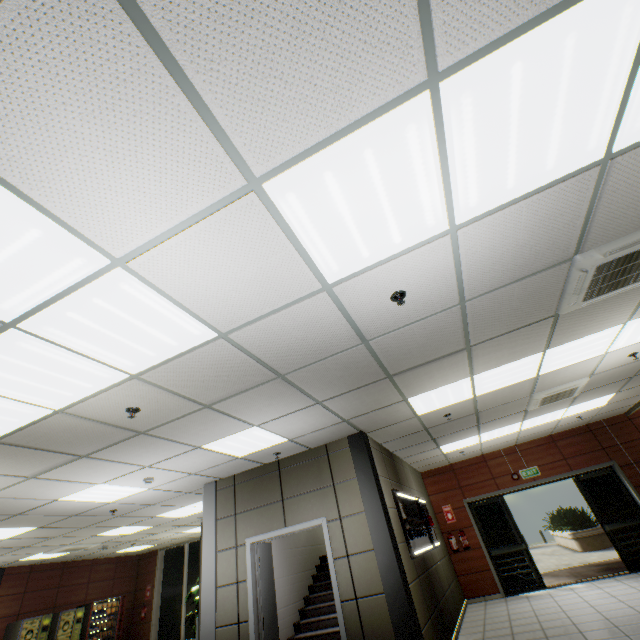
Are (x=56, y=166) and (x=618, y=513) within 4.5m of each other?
no

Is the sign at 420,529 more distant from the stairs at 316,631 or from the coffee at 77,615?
the coffee at 77,615

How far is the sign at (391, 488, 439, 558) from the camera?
5.6 meters

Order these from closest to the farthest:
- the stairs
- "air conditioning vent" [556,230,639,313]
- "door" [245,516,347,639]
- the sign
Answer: "air conditioning vent" [556,230,639,313] → "door" [245,516,347,639] → the sign → the stairs

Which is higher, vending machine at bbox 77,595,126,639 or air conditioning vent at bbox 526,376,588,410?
air conditioning vent at bbox 526,376,588,410

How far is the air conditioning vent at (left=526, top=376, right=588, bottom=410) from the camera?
5.8m

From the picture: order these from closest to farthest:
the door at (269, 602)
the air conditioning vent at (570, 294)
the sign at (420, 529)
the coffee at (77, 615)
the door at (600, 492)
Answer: the air conditioning vent at (570, 294)
the door at (269, 602)
the sign at (420, 529)
the door at (600, 492)
the coffee at (77, 615)

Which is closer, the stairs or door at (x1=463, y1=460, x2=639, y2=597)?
the stairs
